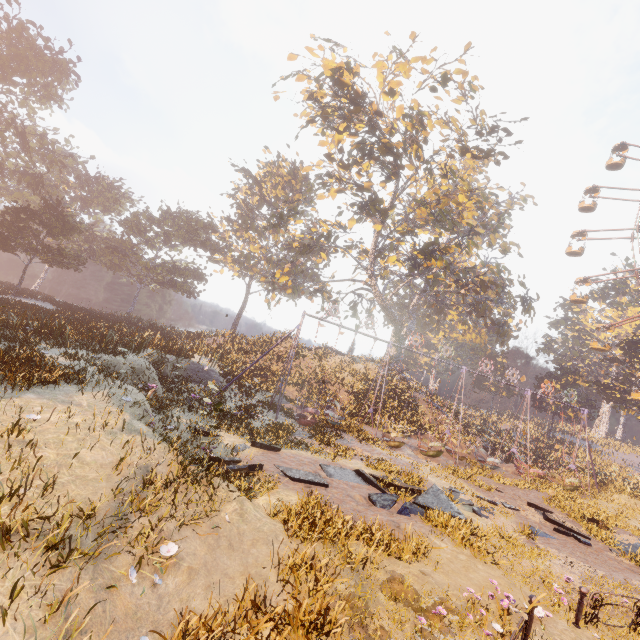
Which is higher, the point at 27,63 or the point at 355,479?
the point at 27,63

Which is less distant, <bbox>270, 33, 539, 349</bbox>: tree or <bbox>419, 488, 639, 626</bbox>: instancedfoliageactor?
<bbox>419, 488, 639, 626</bbox>: instancedfoliageactor

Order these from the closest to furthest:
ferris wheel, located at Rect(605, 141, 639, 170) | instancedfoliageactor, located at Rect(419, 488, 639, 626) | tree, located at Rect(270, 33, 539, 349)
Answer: instancedfoliageactor, located at Rect(419, 488, 639, 626), tree, located at Rect(270, 33, 539, 349), ferris wheel, located at Rect(605, 141, 639, 170)

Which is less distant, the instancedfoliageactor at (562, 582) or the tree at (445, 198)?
the instancedfoliageactor at (562, 582)

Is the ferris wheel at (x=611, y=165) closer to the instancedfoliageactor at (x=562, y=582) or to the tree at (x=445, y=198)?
the tree at (x=445, y=198)

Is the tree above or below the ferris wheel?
below

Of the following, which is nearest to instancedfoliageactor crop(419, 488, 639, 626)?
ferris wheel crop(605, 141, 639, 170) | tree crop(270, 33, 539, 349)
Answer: tree crop(270, 33, 539, 349)
